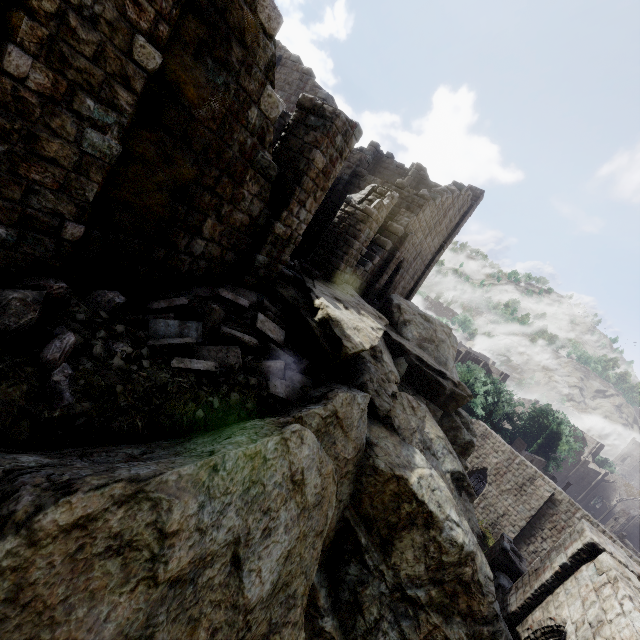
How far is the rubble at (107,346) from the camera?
4.82m

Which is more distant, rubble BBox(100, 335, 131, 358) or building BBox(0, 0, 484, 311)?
rubble BBox(100, 335, 131, 358)

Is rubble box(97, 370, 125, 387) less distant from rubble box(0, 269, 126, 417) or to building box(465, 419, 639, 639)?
rubble box(0, 269, 126, 417)

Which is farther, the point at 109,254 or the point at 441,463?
the point at 441,463

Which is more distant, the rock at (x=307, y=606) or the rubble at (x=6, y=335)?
the rubble at (x=6, y=335)

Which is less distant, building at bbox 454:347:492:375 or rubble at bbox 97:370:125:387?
rubble at bbox 97:370:125:387

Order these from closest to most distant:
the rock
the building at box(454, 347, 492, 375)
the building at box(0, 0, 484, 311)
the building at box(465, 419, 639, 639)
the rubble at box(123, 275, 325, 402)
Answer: the rock
the building at box(0, 0, 484, 311)
the rubble at box(123, 275, 325, 402)
the building at box(465, 419, 639, 639)
the building at box(454, 347, 492, 375)

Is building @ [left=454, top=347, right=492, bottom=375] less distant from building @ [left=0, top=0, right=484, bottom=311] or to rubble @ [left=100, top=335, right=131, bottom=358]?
building @ [left=0, top=0, right=484, bottom=311]
